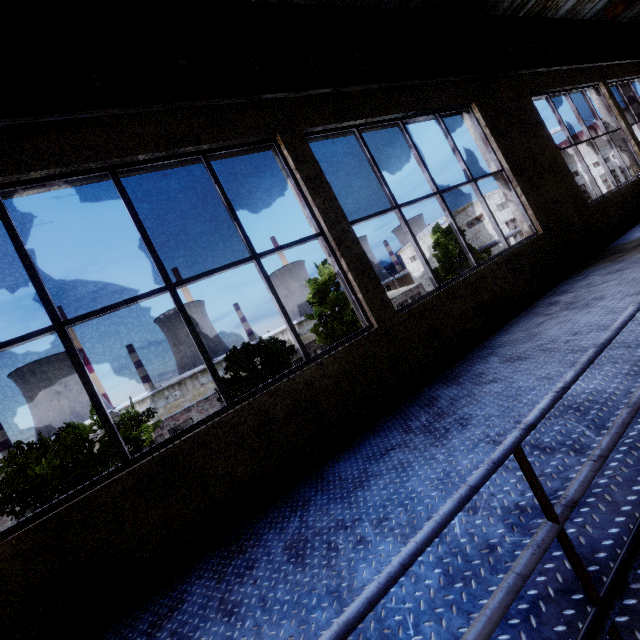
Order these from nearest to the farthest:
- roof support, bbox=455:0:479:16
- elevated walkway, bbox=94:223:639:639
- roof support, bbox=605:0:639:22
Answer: elevated walkway, bbox=94:223:639:639 < roof support, bbox=455:0:479:16 < roof support, bbox=605:0:639:22

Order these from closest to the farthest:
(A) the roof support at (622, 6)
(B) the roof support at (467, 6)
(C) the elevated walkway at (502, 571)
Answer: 1. (C) the elevated walkway at (502, 571)
2. (B) the roof support at (467, 6)
3. (A) the roof support at (622, 6)

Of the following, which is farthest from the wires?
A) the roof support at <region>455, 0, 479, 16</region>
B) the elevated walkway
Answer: the elevated walkway

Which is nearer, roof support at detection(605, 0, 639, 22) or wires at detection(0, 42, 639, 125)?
wires at detection(0, 42, 639, 125)

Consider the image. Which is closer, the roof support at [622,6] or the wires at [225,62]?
the wires at [225,62]

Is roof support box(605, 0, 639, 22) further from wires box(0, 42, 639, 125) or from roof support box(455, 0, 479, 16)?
roof support box(455, 0, 479, 16)

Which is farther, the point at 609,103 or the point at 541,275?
the point at 609,103
